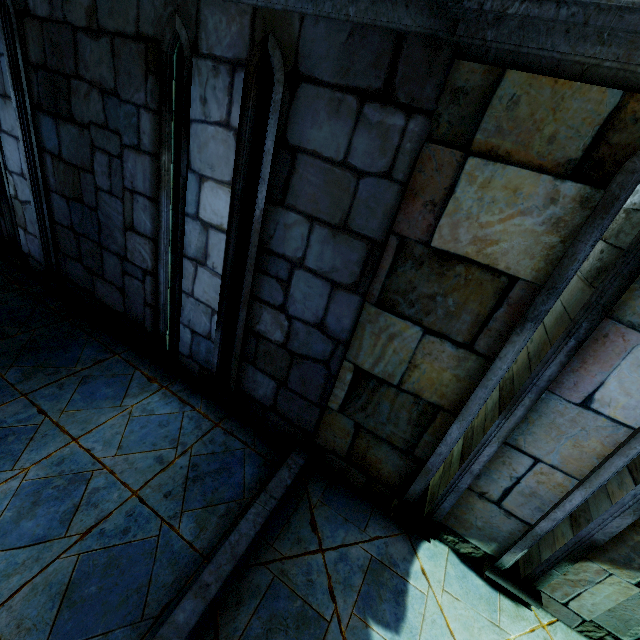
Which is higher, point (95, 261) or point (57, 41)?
point (57, 41)
